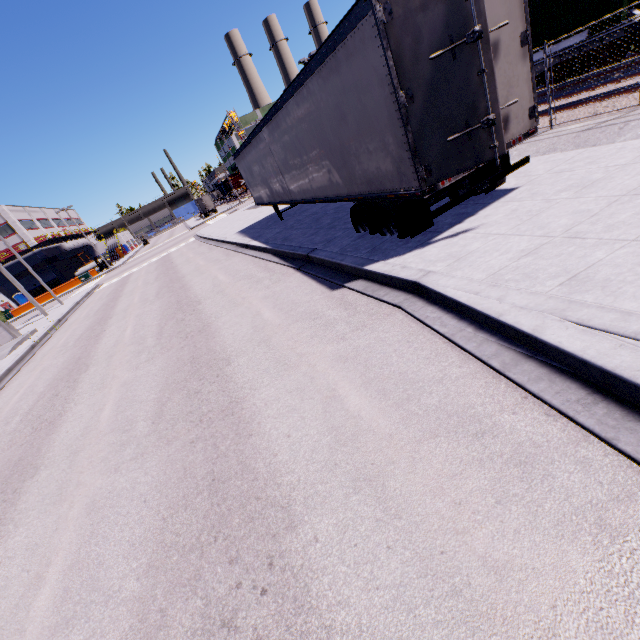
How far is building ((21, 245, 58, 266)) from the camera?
53.4m

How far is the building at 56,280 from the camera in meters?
54.8 m

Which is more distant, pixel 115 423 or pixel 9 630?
pixel 115 423

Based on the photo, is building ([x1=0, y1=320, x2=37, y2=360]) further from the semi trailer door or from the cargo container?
the semi trailer door

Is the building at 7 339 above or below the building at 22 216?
below

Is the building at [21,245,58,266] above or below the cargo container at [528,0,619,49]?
above

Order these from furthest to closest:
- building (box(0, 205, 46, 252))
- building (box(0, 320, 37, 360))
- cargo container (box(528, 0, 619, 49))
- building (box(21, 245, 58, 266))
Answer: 1. building (box(21, 245, 58, 266))
2. building (box(0, 205, 46, 252))
3. building (box(0, 320, 37, 360))
4. cargo container (box(528, 0, 619, 49))
